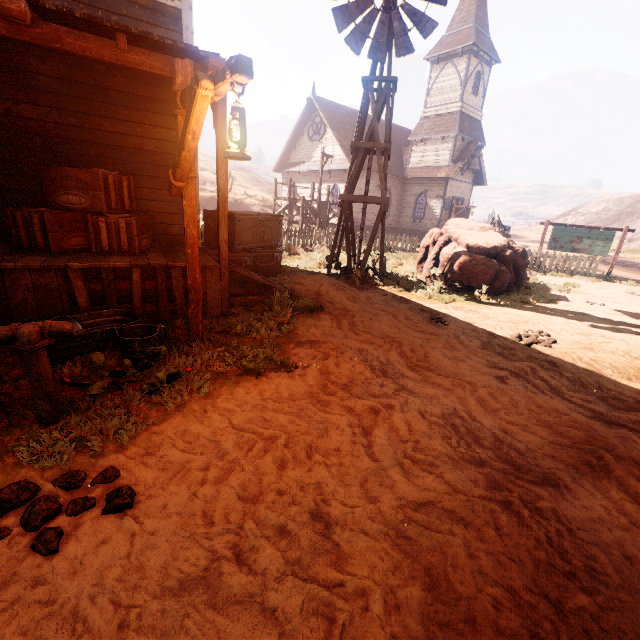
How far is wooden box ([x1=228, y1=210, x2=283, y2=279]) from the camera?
7.5 meters

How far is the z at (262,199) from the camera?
33.27m

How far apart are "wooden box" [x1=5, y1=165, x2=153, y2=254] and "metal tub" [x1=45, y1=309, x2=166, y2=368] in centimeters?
109cm

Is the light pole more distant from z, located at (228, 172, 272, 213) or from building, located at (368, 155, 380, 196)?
building, located at (368, 155, 380, 196)

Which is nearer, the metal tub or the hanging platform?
the metal tub

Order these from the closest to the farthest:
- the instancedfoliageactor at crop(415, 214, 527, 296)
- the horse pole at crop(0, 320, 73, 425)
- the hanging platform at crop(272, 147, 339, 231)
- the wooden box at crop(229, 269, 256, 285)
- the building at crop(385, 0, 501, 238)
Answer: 1. the horse pole at crop(0, 320, 73, 425)
2. the wooden box at crop(229, 269, 256, 285)
3. the instancedfoliageactor at crop(415, 214, 527, 296)
4. the hanging platform at crop(272, 147, 339, 231)
5. the building at crop(385, 0, 501, 238)

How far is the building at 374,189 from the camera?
24.6m

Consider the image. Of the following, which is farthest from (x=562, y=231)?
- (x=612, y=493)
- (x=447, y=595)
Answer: (x=447, y=595)
